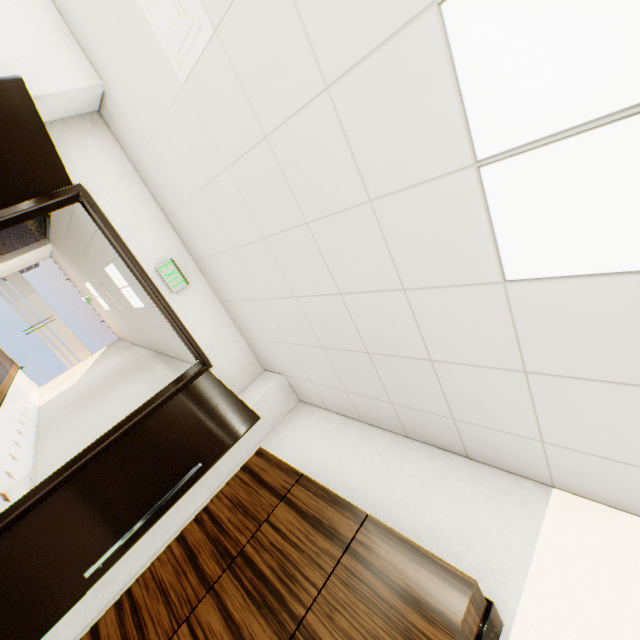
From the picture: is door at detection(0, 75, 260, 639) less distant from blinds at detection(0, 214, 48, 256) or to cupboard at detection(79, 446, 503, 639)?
cupboard at detection(79, 446, 503, 639)

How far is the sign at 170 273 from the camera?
3.1m

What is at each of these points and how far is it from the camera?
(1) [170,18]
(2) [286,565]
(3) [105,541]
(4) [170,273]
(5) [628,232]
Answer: (1) ceiling vent, 1.7m
(2) cupboard, 1.8m
(3) door, 2.5m
(4) sign, 3.2m
(5) light, 1.0m

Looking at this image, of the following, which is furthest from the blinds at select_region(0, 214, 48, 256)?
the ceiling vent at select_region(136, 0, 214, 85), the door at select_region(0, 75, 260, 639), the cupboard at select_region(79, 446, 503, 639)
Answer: the cupboard at select_region(79, 446, 503, 639)

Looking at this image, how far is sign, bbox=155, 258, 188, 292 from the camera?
3.1m

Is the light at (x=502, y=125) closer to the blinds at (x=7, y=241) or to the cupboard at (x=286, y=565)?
the cupboard at (x=286, y=565)

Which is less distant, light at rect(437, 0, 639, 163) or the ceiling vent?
light at rect(437, 0, 639, 163)

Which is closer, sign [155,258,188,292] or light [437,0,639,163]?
light [437,0,639,163]
